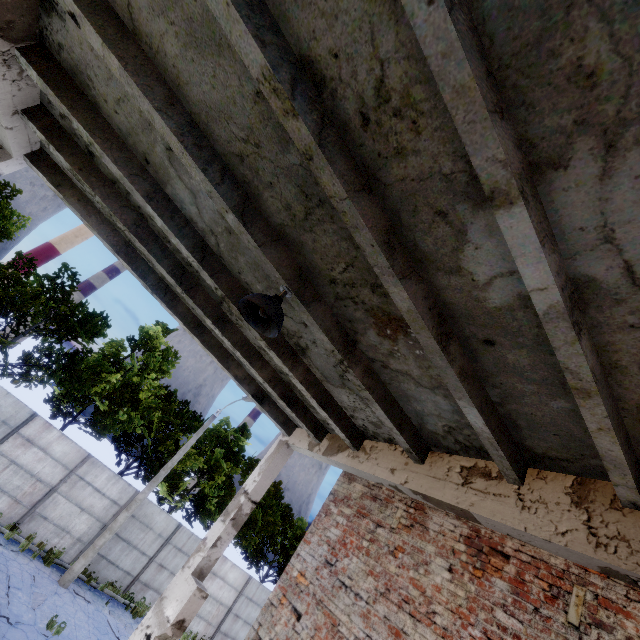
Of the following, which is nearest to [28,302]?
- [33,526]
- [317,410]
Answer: [33,526]

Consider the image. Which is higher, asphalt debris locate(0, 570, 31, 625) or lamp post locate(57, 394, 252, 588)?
lamp post locate(57, 394, 252, 588)

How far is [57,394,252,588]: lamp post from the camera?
13.2 meters

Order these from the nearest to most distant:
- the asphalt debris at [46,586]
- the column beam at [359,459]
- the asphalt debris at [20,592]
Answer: the column beam at [359,459]
the asphalt debris at [20,592]
the asphalt debris at [46,586]

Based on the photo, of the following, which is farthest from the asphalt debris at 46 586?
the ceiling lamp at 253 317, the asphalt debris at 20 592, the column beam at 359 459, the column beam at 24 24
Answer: the ceiling lamp at 253 317

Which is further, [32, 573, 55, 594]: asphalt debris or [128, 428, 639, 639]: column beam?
[32, 573, 55, 594]: asphalt debris

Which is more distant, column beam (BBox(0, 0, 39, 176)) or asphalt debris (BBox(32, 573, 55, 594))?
asphalt debris (BBox(32, 573, 55, 594))

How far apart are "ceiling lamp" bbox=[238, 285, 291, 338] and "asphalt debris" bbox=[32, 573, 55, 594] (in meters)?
15.99
